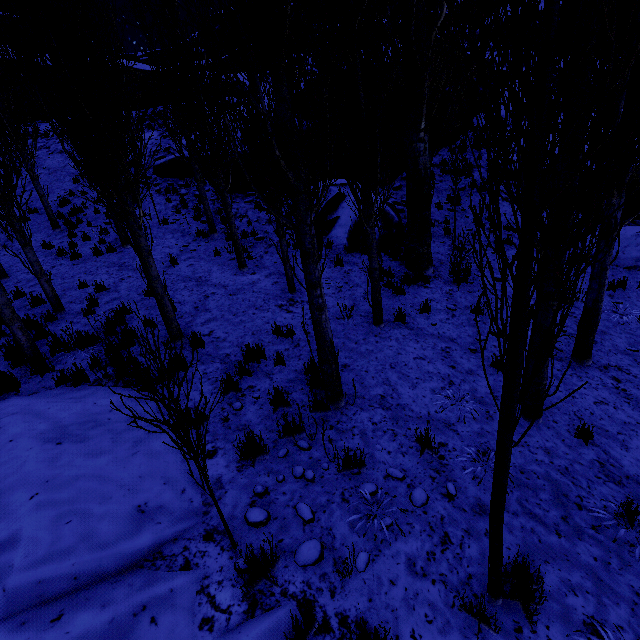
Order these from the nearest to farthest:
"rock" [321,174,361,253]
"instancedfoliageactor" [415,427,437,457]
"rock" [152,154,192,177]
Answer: "instancedfoliageactor" [415,427,437,457]
"rock" [321,174,361,253]
"rock" [152,154,192,177]

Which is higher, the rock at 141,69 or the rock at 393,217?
the rock at 141,69

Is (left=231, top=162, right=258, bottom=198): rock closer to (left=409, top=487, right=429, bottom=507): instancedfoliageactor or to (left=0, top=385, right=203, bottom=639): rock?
(left=409, top=487, right=429, bottom=507): instancedfoliageactor

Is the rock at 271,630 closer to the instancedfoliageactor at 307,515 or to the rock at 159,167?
the instancedfoliageactor at 307,515

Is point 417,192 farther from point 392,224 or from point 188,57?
point 188,57

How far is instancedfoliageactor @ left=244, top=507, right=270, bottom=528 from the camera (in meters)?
3.14

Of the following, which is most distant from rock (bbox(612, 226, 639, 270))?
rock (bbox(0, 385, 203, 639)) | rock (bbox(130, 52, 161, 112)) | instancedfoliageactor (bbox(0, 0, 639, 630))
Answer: rock (bbox(0, 385, 203, 639))

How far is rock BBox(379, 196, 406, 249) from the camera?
11.4m
